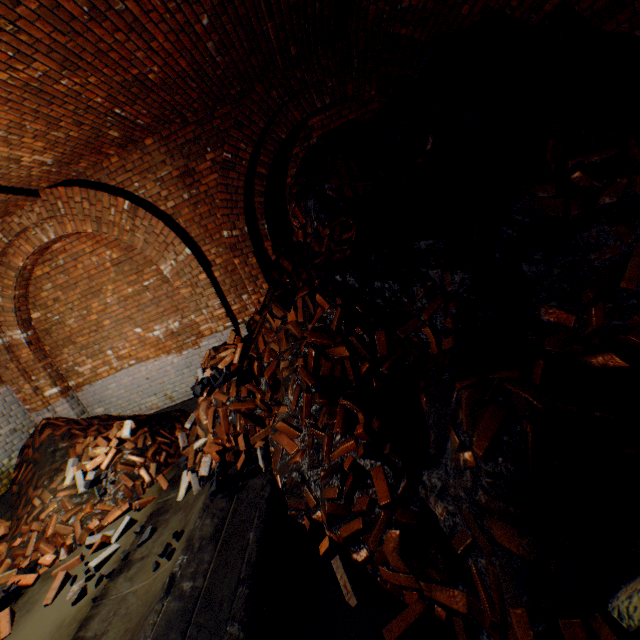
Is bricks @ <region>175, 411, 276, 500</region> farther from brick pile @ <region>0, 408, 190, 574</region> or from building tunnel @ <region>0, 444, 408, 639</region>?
brick pile @ <region>0, 408, 190, 574</region>

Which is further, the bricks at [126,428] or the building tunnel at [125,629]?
the bricks at [126,428]

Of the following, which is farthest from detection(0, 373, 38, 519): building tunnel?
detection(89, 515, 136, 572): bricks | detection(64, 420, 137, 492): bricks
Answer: detection(64, 420, 137, 492): bricks

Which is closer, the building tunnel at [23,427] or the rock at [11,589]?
the rock at [11,589]

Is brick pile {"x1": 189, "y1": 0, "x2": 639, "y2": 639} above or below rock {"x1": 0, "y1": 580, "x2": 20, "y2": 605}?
above

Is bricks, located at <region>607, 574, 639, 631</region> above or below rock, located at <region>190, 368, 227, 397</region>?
below

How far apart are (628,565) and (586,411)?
0.7m

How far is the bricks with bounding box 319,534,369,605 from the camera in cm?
225
